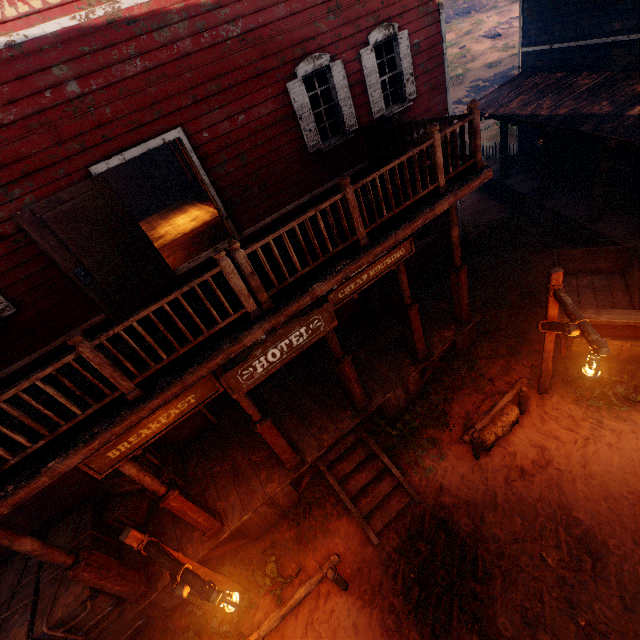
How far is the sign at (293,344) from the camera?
4.80m

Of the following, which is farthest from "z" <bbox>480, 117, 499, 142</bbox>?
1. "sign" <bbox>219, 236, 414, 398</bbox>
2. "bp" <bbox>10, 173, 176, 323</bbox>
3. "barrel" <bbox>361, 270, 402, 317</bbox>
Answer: "bp" <bbox>10, 173, 176, 323</bbox>

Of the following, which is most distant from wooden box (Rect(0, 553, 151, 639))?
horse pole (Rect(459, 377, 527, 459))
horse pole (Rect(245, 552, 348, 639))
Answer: horse pole (Rect(459, 377, 527, 459))

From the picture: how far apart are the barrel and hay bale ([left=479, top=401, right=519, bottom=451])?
3.1 meters

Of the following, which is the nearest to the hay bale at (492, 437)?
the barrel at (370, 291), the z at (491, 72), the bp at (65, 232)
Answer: the z at (491, 72)

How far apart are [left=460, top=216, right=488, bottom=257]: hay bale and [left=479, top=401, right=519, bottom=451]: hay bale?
6.3m

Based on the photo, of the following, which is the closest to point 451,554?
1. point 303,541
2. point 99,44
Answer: point 303,541

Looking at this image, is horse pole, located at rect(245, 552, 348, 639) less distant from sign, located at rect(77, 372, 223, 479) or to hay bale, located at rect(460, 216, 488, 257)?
sign, located at rect(77, 372, 223, 479)
